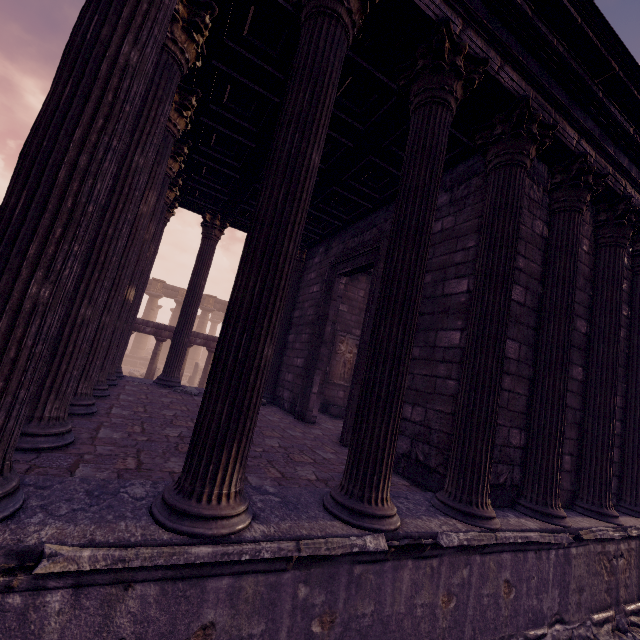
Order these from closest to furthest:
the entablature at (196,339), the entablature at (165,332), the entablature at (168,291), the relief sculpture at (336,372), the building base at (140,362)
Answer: the relief sculpture at (336,372) → the entablature at (165,332) → the entablature at (196,339) → the building base at (140,362) → the entablature at (168,291)

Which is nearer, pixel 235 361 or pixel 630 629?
pixel 235 361

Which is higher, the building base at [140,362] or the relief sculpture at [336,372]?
the relief sculpture at [336,372]

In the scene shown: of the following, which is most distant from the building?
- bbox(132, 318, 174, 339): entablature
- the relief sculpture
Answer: bbox(132, 318, 174, 339): entablature

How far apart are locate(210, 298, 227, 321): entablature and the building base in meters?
5.3

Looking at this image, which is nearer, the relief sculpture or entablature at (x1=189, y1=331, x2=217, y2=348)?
→ the relief sculpture

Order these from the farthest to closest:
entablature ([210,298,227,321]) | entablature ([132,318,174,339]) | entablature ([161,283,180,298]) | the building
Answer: entablature ([210,298,227,321]) → entablature ([161,283,180,298]) → entablature ([132,318,174,339]) → the building

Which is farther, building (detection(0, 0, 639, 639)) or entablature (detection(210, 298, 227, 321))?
entablature (detection(210, 298, 227, 321))
